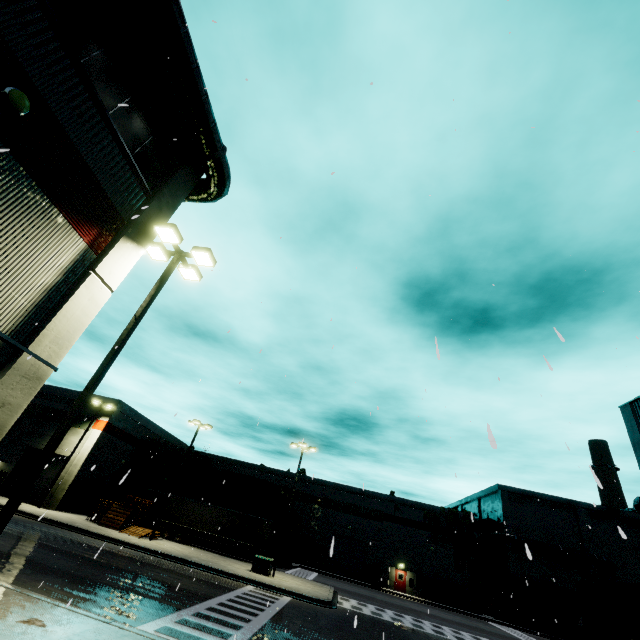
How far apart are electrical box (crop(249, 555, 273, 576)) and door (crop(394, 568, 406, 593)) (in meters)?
25.97

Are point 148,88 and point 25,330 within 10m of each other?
yes

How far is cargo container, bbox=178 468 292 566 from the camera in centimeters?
3709cm

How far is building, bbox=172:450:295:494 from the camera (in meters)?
50.28

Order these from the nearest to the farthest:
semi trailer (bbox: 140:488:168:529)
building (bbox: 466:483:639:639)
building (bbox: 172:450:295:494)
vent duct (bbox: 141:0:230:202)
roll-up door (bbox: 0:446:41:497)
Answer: vent duct (bbox: 141:0:230:202), roll-up door (bbox: 0:446:41:497), semi trailer (bbox: 140:488:168:529), building (bbox: 466:483:639:639), building (bbox: 172:450:295:494)

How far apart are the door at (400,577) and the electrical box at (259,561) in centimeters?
2597cm

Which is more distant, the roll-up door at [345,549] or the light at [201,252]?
the roll-up door at [345,549]
